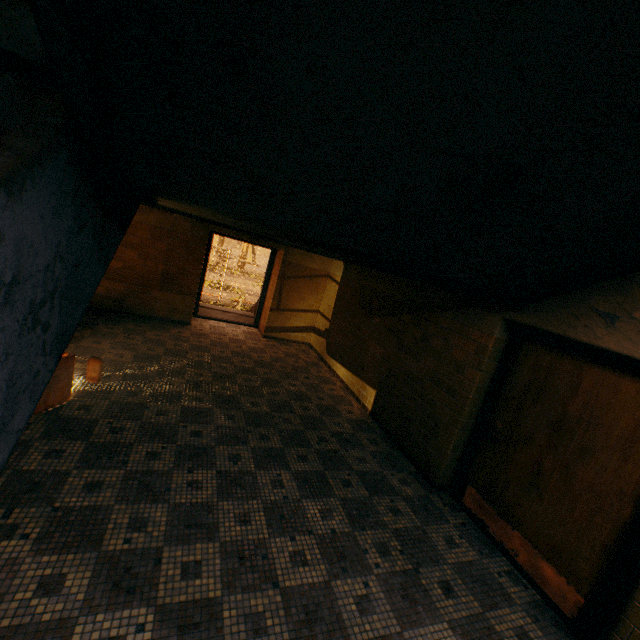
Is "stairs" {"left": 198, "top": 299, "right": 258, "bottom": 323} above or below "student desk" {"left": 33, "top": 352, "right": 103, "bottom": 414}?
below

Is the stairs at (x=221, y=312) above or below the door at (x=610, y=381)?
below

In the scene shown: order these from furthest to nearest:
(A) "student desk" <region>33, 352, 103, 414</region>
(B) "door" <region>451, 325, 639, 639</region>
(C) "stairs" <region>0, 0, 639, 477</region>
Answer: (A) "student desk" <region>33, 352, 103, 414</region> → (B) "door" <region>451, 325, 639, 639</region> → (C) "stairs" <region>0, 0, 639, 477</region>

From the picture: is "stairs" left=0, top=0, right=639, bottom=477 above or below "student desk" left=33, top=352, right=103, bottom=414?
above

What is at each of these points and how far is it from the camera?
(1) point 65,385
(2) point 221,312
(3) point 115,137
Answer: (1) student desk, 3.5 meters
(2) stairs, 9.5 meters
(3) stairs, 1.6 meters

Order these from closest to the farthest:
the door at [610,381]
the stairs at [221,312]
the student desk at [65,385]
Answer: the door at [610,381]
the student desk at [65,385]
the stairs at [221,312]

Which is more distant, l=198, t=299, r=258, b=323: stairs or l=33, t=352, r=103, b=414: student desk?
l=198, t=299, r=258, b=323: stairs

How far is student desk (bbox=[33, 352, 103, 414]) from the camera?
3.3 meters
